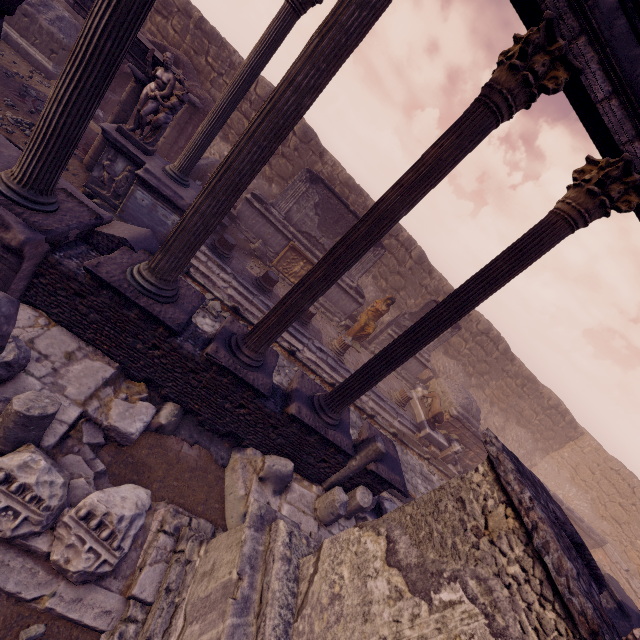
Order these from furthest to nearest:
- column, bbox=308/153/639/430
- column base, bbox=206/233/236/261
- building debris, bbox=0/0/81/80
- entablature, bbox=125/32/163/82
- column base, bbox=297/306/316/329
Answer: column base, bbox=297/306/316/329, building debris, bbox=0/0/81/80, column base, bbox=206/233/236/261, entablature, bbox=125/32/163/82, column, bbox=308/153/639/430

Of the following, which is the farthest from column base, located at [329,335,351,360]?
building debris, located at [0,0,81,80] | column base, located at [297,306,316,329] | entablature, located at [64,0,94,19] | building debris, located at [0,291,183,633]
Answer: building debris, located at [0,0,81,80]

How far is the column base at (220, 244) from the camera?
10.0 meters

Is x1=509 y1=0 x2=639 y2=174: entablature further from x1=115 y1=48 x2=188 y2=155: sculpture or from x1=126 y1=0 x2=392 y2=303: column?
x1=115 y1=48 x2=188 y2=155: sculpture

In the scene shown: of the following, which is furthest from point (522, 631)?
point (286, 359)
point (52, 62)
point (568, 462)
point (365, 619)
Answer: point (568, 462)

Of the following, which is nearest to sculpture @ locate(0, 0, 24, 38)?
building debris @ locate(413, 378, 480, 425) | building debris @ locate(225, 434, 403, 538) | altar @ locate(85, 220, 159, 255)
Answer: altar @ locate(85, 220, 159, 255)

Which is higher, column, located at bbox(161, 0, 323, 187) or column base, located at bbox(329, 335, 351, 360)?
column, located at bbox(161, 0, 323, 187)

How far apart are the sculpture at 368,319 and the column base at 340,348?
1.3m
